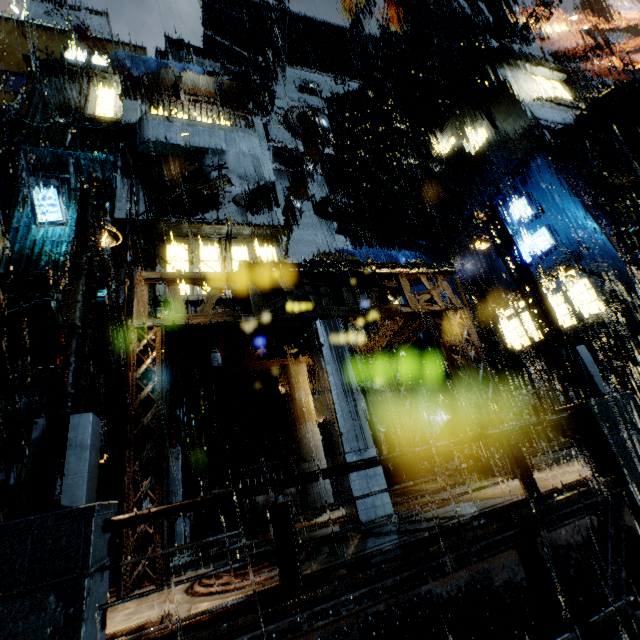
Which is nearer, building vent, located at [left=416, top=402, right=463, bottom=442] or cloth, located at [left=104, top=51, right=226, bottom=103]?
building vent, located at [left=416, top=402, right=463, bottom=442]

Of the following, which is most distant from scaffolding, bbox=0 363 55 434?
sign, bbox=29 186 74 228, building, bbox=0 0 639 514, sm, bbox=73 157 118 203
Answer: sm, bbox=73 157 118 203

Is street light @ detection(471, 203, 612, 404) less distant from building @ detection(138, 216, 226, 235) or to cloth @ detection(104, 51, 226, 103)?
building @ detection(138, 216, 226, 235)

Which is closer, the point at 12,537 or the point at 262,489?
the point at 12,537

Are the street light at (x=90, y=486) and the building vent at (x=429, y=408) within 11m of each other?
no

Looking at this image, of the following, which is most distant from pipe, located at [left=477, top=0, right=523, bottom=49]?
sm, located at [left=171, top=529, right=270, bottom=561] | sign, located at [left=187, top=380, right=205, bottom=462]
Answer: sm, located at [left=171, top=529, right=270, bottom=561]

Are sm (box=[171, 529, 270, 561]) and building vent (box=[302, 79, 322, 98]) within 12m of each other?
no

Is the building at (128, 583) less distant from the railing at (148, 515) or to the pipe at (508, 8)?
the pipe at (508, 8)
